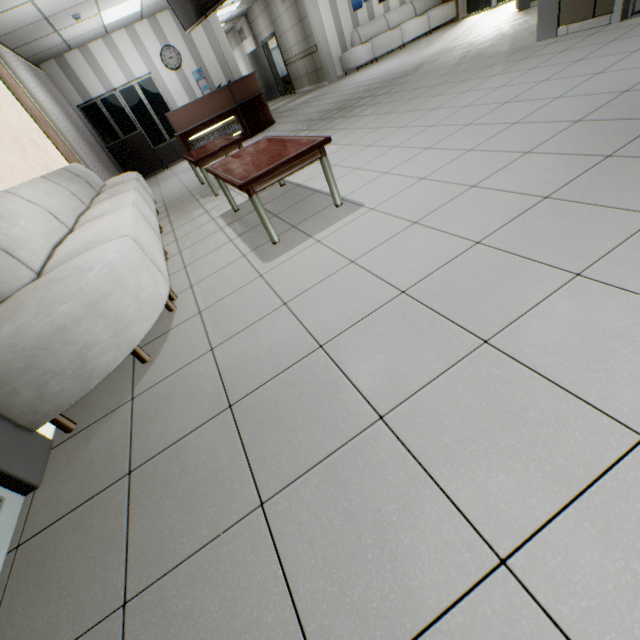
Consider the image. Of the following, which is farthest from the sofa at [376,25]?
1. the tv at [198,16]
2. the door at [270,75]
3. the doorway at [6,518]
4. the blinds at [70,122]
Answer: the doorway at [6,518]

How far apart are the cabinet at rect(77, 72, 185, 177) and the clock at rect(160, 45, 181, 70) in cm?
50

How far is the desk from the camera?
7.4 meters

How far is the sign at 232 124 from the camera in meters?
7.7 m

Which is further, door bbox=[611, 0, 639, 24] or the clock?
the clock

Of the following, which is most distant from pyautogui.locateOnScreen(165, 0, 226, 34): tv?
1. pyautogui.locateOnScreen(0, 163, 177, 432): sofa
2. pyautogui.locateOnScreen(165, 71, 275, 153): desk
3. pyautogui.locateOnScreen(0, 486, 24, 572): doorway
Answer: pyautogui.locateOnScreen(0, 486, 24, 572): doorway

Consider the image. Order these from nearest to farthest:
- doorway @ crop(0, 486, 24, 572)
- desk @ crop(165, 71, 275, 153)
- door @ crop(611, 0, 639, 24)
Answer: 1. doorway @ crop(0, 486, 24, 572)
2. door @ crop(611, 0, 639, 24)
3. desk @ crop(165, 71, 275, 153)

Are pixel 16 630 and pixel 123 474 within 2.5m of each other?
yes
